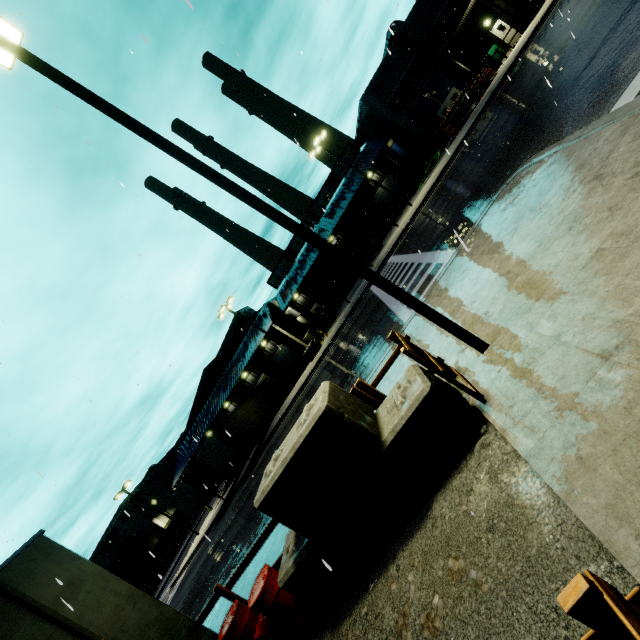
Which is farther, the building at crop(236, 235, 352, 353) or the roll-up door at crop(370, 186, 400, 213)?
the roll-up door at crop(370, 186, 400, 213)

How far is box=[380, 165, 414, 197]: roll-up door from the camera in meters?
41.7 m

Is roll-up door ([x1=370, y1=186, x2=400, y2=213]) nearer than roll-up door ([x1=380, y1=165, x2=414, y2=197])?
No

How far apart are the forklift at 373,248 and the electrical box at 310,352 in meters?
10.3 m

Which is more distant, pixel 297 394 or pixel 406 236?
pixel 297 394

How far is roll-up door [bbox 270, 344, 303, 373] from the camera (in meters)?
40.78

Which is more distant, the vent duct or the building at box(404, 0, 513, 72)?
the vent duct

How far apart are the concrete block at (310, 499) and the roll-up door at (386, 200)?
40.78m
